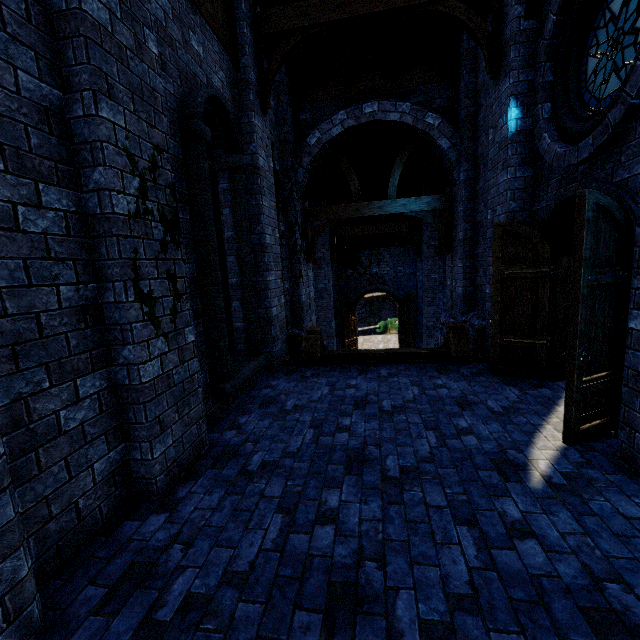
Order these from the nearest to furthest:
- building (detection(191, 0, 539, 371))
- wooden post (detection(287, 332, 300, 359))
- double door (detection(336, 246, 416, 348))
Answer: building (detection(191, 0, 539, 371))
wooden post (detection(287, 332, 300, 359))
double door (detection(336, 246, 416, 348))

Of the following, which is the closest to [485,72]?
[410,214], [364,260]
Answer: [410,214]

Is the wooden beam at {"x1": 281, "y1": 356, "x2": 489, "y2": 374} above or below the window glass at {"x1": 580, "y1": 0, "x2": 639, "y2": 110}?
below

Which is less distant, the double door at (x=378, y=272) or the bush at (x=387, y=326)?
the double door at (x=378, y=272)

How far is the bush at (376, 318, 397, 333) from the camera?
26.2m

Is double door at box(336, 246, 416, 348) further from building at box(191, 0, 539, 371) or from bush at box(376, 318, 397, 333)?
bush at box(376, 318, 397, 333)

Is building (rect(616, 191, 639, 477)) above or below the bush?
above

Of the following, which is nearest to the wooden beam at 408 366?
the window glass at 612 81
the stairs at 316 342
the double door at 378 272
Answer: the stairs at 316 342
